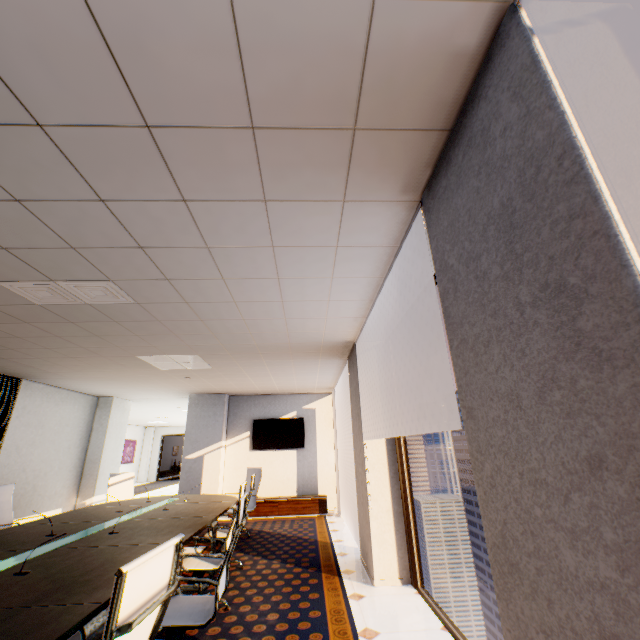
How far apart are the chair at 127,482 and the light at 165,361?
2.5 meters

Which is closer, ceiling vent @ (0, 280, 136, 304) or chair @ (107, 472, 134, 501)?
ceiling vent @ (0, 280, 136, 304)

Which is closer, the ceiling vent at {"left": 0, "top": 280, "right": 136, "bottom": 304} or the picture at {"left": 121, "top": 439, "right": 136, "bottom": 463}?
the ceiling vent at {"left": 0, "top": 280, "right": 136, "bottom": 304}

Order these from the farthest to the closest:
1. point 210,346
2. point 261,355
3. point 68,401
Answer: point 68,401, point 261,355, point 210,346

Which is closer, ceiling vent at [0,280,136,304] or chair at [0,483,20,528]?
ceiling vent at [0,280,136,304]

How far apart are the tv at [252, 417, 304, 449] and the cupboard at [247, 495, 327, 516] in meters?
1.2 m

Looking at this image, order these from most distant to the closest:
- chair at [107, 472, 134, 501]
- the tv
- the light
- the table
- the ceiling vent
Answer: the tv, chair at [107, 472, 134, 501], the light, the ceiling vent, the table

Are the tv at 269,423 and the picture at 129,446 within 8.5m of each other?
no
